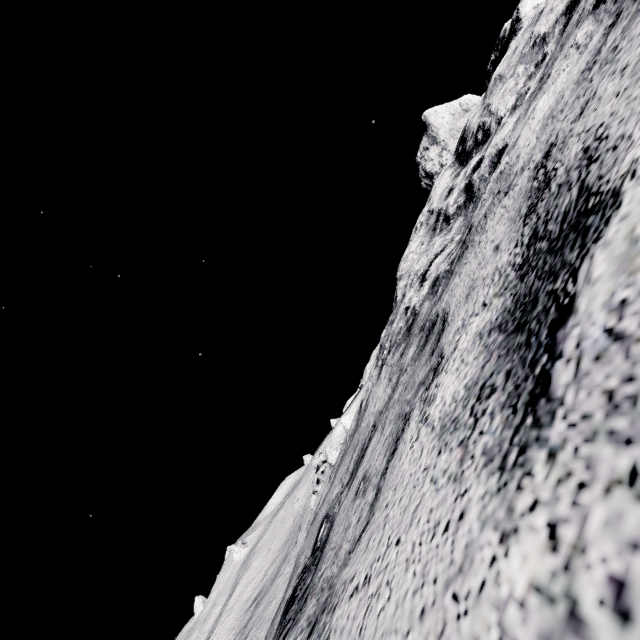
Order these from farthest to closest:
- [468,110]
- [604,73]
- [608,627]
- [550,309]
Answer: [468,110]
[604,73]
[550,309]
[608,627]
